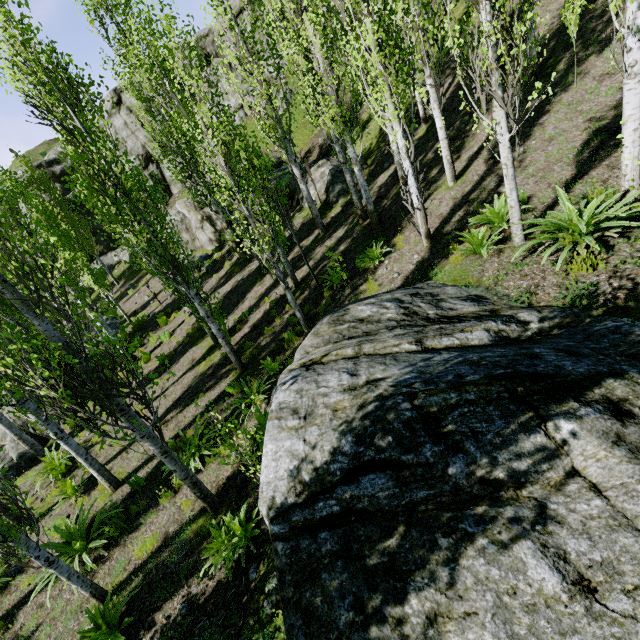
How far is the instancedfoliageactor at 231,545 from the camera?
5.24m

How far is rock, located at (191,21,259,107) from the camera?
28.61m

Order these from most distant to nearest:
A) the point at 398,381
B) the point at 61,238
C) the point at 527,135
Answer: the point at 61,238
the point at 527,135
the point at 398,381

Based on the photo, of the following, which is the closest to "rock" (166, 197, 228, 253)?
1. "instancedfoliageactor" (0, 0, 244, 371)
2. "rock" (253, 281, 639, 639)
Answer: "instancedfoliageactor" (0, 0, 244, 371)

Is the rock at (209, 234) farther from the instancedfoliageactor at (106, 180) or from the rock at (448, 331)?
the rock at (448, 331)

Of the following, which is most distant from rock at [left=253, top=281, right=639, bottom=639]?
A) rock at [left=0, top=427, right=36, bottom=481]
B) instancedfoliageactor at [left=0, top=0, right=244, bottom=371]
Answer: rock at [left=0, top=427, right=36, bottom=481]

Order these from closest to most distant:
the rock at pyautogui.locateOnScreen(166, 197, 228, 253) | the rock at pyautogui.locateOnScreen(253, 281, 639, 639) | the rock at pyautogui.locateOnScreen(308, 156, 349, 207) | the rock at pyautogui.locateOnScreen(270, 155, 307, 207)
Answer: the rock at pyautogui.locateOnScreen(253, 281, 639, 639)
the rock at pyautogui.locateOnScreen(308, 156, 349, 207)
the rock at pyautogui.locateOnScreen(270, 155, 307, 207)
the rock at pyautogui.locateOnScreen(166, 197, 228, 253)

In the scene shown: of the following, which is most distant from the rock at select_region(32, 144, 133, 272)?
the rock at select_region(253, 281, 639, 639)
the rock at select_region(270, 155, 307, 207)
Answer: the rock at select_region(253, 281, 639, 639)
